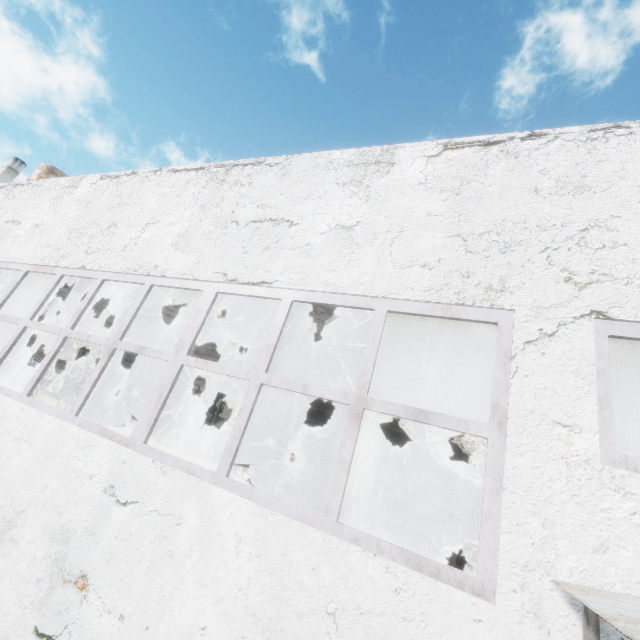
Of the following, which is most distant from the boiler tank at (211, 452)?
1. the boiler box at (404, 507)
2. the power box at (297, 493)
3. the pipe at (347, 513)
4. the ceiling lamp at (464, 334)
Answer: the ceiling lamp at (464, 334)

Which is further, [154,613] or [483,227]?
[483,227]

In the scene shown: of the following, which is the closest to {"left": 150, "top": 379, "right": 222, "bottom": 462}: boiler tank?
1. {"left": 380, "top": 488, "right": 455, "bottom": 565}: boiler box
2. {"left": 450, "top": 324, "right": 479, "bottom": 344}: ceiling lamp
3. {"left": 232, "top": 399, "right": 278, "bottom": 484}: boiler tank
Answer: {"left": 232, "top": 399, "right": 278, "bottom": 484}: boiler tank

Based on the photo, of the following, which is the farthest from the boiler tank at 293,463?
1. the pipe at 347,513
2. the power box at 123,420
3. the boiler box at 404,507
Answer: the power box at 123,420

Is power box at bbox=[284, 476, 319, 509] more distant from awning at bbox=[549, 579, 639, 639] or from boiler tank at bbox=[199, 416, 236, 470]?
awning at bbox=[549, 579, 639, 639]

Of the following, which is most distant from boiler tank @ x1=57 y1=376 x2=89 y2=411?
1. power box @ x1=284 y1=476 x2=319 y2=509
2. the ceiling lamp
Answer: the ceiling lamp

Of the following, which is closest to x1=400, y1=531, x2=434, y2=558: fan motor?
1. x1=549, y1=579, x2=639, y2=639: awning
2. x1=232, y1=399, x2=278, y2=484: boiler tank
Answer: x1=232, y1=399, x2=278, y2=484: boiler tank

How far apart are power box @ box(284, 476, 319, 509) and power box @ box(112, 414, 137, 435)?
7.2m
